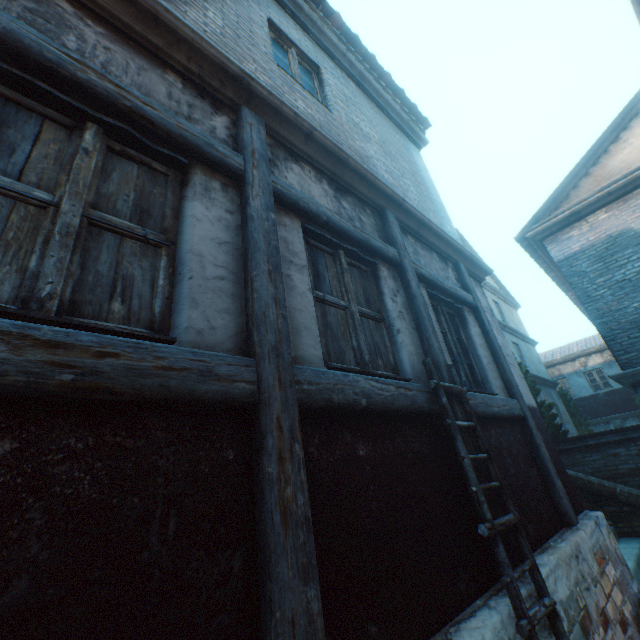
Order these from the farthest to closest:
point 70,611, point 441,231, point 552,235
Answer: point 552,235
point 441,231
point 70,611

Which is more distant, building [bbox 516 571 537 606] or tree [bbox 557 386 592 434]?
tree [bbox 557 386 592 434]

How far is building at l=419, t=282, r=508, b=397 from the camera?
3.9 meters

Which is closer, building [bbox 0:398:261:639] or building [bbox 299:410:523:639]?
building [bbox 0:398:261:639]

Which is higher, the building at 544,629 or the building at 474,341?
the building at 474,341

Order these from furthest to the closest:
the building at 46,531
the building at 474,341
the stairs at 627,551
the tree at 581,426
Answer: the tree at 581,426, the stairs at 627,551, the building at 474,341, the building at 46,531

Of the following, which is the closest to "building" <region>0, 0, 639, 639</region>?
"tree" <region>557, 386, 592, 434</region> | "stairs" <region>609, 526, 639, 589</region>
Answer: "stairs" <region>609, 526, 639, 589</region>
